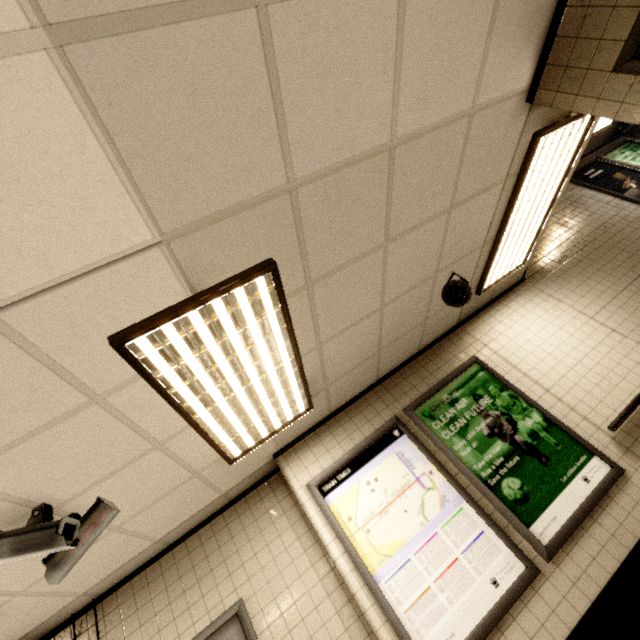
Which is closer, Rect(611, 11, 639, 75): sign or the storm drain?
the storm drain

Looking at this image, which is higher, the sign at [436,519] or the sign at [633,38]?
the sign at [633,38]

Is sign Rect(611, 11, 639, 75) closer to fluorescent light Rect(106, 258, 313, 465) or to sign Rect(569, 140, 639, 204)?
fluorescent light Rect(106, 258, 313, 465)

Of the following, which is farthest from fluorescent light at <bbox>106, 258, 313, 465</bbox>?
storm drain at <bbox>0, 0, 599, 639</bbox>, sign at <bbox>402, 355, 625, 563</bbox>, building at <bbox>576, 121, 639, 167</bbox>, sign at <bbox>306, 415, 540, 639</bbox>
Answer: building at <bbox>576, 121, 639, 167</bbox>

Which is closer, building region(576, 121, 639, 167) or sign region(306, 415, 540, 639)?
sign region(306, 415, 540, 639)

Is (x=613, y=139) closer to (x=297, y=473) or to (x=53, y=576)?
(x=297, y=473)

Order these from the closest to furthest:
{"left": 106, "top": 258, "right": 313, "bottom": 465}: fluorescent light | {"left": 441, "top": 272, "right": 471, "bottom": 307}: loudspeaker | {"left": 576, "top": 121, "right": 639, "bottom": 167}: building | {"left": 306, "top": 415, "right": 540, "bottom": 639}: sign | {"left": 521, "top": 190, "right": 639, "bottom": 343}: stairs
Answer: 1. {"left": 106, "top": 258, "right": 313, "bottom": 465}: fluorescent light
2. {"left": 306, "top": 415, "right": 540, "bottom": 639}: sign
3. {"left": 441, "top": 272, "right": 471, "bottom": 307}: loudspeaker
4. {"left": 521, "top": 190, "right": 639, "bottom": 343}: stairs
5. {"left": 576, "top": 121, "right": 639, "bottom": 167}: building

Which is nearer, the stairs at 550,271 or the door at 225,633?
the door at 225,633
